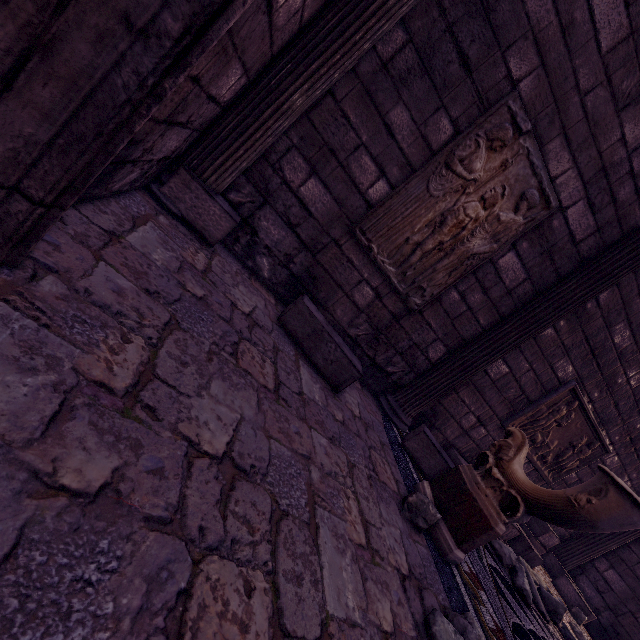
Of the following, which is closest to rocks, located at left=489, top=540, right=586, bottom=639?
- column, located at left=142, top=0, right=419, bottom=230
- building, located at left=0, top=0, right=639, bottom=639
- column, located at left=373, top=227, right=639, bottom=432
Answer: building, located at left=0, top=0, right=639, bottom=639

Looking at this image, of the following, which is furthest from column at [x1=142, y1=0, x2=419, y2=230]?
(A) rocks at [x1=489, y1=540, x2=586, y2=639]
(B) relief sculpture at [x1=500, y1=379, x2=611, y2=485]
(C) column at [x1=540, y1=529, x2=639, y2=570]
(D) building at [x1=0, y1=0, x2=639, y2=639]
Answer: (C) column at [x1=540, y1=529, x2=639, y2=570]

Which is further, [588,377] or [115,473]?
[588,377]

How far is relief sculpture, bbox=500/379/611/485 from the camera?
4.38m

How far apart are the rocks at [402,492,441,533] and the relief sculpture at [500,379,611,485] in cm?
263

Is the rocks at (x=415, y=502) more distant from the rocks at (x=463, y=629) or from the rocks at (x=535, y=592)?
the rocks at (x=535, y=592)

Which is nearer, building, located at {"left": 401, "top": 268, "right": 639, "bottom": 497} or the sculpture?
the sculpture

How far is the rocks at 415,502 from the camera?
2.4 meters
